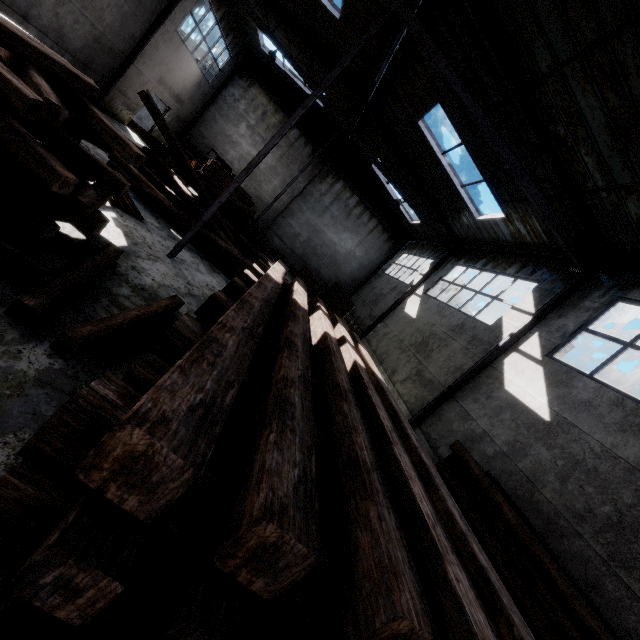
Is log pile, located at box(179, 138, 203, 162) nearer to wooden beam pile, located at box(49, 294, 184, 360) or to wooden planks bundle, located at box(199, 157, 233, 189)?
wooden planks bundle, located at box(199, 157, 233, 189)

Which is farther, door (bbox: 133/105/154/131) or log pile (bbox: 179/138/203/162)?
log pile (bbox: 179/138/203/162)

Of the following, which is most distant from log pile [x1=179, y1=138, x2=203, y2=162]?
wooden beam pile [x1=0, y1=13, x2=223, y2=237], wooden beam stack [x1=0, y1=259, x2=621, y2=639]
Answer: wooden beam stack [x1=0, y1=259, x2=621, y2=639]

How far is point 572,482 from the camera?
5.55m

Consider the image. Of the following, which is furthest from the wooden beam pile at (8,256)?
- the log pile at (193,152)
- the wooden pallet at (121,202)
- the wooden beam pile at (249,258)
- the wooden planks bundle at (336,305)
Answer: the log pile at (193,152)

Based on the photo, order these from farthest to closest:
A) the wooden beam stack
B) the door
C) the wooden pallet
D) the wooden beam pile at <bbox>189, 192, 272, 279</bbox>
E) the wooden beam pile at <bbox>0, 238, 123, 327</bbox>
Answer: the door < the wooden beam pile at <bbox>189, 192, 272, 279</bbox> < the wooden pallet < the wooden beam pile at <bbox>0, 238, 123, 327</bbox> < the wooden beam stack

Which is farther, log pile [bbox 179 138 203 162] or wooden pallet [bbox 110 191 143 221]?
log pile [bbox 179 138 203 162]

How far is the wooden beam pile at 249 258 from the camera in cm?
980
